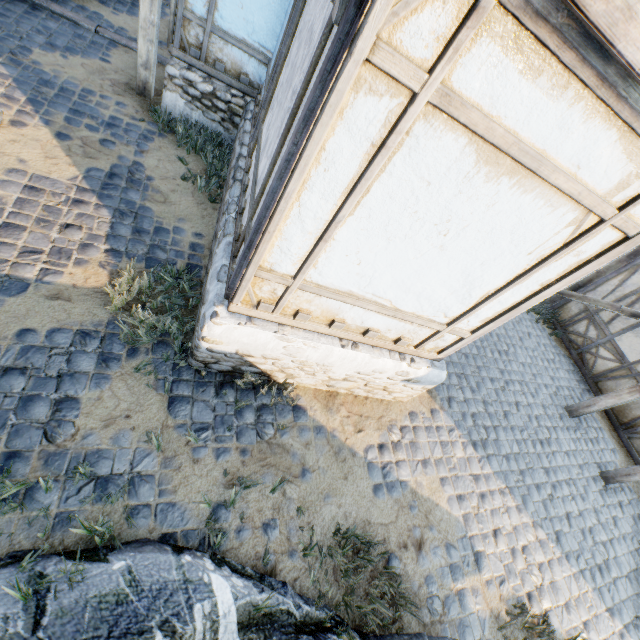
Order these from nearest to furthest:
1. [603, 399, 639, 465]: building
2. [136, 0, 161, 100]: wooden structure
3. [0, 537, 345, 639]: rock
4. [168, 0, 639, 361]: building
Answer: [168, 0, 639, 361]: building
[0, 537, 345, 639]: rock
[136, 0, 161, 100]: wooden structure
[603, 399, 639, 465]: building

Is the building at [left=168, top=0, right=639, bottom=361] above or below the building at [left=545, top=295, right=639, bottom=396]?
above

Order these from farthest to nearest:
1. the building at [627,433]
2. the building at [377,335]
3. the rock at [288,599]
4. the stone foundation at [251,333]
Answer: the building at [627,433] → the stone foundation at [251,333] → the rock at [288,599] → the building at [377,335]

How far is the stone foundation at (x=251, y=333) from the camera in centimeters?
Answer: 342cm

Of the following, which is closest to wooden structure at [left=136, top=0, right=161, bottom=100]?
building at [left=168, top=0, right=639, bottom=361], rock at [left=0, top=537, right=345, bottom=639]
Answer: building at [left=168, top=0, right=639, bottom=361]

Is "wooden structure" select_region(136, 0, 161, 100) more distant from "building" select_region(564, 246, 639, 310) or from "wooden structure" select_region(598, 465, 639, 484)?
"building" select_region(564, 246, 639, 310)

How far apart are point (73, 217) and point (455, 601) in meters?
6.8

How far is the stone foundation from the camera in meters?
3.4
